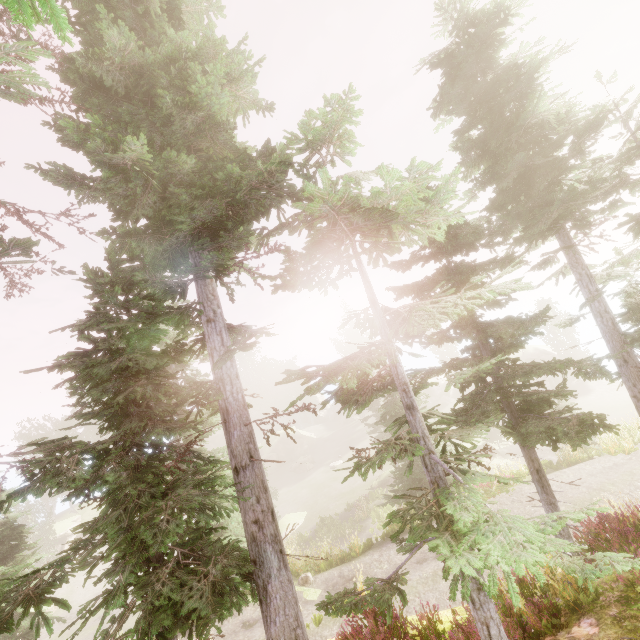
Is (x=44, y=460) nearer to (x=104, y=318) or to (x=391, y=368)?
(x=104, y=318)

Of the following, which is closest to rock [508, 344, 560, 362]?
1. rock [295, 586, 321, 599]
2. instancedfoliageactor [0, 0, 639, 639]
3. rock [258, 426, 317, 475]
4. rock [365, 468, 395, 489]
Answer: instancedfoliageactor [0, 0, 639, 639]

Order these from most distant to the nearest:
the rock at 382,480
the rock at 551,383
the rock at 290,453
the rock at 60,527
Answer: the rock at 290,453 < the rock at 551,383 < the rock at 60,527 < the rock at 382,480

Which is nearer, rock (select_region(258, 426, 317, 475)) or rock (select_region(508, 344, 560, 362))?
rock (select_region(508, 344, 560, 362))

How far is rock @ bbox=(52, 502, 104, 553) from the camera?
38.69m

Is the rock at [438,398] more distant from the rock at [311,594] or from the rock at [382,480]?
the rock at [311,594]

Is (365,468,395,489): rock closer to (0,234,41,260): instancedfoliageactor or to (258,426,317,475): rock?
(0,234,41,260): instancedfoliageactor
